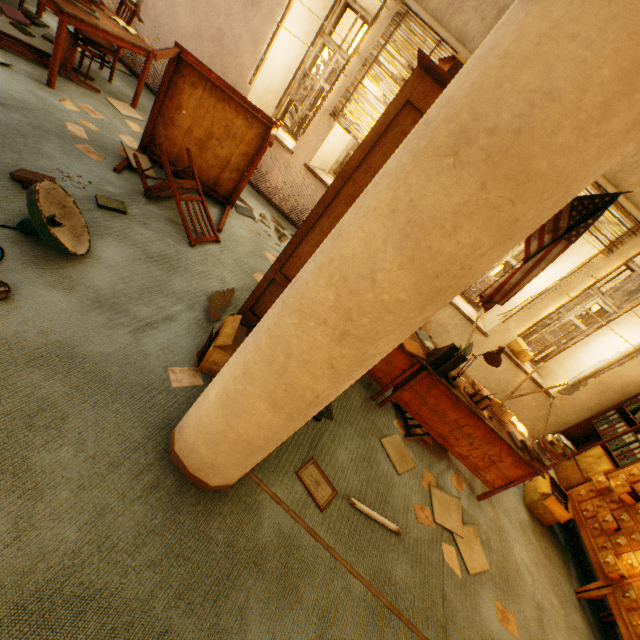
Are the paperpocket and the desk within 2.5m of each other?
yes

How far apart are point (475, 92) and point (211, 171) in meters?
3.8

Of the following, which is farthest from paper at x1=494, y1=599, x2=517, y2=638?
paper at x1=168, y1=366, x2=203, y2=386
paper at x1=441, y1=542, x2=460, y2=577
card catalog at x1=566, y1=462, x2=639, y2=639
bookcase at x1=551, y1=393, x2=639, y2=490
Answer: paper at x1=168, y1=366, x2=203, y2=386

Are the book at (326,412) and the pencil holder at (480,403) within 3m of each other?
yes

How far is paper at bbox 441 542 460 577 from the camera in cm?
249

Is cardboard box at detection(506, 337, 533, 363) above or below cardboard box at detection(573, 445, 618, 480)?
above

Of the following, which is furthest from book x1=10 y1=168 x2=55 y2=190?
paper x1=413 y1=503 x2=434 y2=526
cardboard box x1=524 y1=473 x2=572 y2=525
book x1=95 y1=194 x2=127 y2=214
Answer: cardboard box x1=524 y1=473 x2=572 y2=525

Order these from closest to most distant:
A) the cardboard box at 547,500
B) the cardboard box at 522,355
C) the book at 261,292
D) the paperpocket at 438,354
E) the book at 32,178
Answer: the book at 261,292 → the book at 32,178 → the paperpocket at 438,354 → the cardboard box at 547,500 → the cardboard box at 522,355
